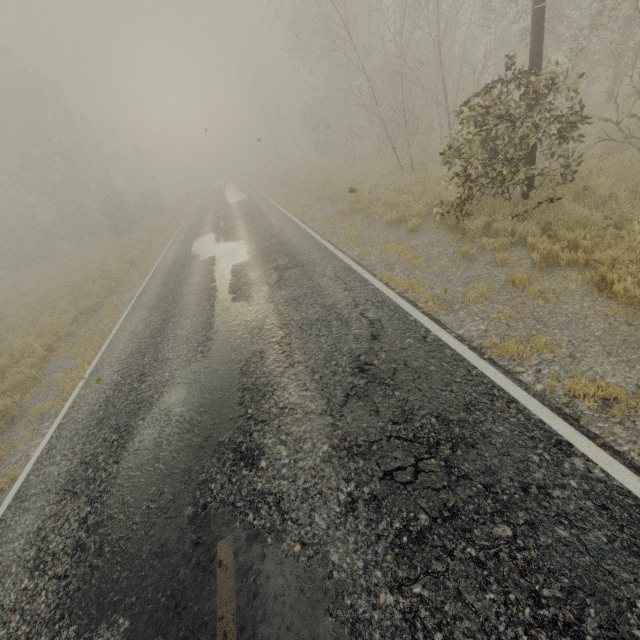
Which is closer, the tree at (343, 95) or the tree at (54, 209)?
the tree at (343, 95)

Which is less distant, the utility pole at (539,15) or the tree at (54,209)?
the utility pole at (539,15)

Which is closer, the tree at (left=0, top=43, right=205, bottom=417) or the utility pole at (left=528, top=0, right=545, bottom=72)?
the utility pole at (left=528, top=0, right=545, bottom=72)

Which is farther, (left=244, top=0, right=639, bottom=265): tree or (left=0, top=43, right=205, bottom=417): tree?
(left=0, top=43, right=205, bottom=417): tree

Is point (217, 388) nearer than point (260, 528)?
No
